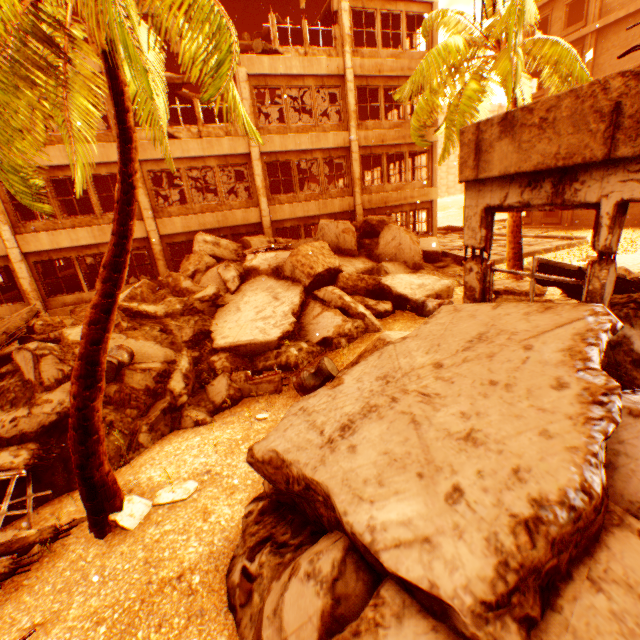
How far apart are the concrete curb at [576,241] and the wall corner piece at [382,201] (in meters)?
5.53

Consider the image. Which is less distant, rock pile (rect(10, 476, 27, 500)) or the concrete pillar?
rock pile (rect(10, 476, 27, 500))

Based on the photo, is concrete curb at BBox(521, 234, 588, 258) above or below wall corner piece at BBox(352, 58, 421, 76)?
below

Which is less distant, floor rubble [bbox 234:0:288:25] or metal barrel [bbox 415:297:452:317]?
metal barrel [bbox 415:297:452:317]

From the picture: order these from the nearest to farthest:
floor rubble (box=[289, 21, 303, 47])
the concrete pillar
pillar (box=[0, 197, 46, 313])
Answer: pillar (box=[0, 197, 46, 313])
floor rubble (box=[289, 21, 303, 47])
the concrete pillar

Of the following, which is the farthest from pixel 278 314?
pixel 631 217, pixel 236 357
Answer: pixel 631 217

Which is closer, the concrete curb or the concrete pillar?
the concrete curb

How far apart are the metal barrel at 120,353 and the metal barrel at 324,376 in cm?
377
